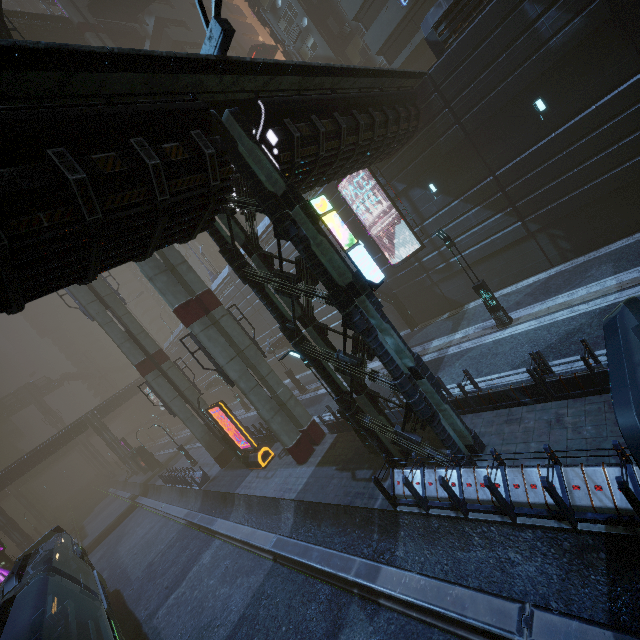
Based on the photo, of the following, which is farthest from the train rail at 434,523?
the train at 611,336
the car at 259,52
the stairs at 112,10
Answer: the stairs at 112,10

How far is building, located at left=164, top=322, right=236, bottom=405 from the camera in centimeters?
4610cm

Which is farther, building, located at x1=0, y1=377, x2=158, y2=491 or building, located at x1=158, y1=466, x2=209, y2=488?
building, located at x1=0, y1=377, x2=158, y2=491

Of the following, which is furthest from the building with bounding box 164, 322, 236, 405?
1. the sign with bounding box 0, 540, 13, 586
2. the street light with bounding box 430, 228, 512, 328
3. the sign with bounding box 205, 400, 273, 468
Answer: the street light with bounding box 430, 228, 512, 328

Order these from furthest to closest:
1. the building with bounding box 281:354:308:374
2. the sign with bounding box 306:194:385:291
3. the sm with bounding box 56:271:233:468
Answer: the building with bounding box 281:354:308:374, the sm with bounding box 56:271:233:468, the sign with bounding box 306:194:385:291

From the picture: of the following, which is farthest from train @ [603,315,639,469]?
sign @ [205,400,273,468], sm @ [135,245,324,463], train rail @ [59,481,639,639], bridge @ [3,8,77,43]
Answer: bridge @ [3,8,77,43]

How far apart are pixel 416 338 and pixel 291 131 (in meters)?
15.97

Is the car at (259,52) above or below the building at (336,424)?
above
